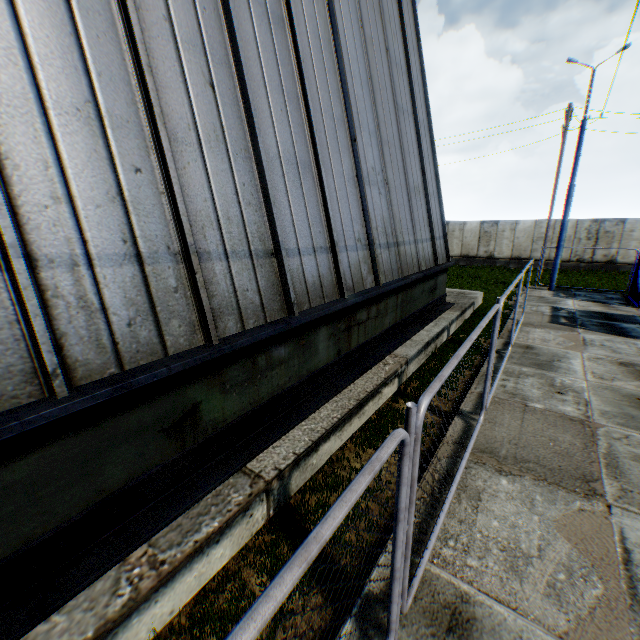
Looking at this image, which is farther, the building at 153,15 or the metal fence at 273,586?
the building at 153,15

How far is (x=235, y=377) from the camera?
4.1 meters

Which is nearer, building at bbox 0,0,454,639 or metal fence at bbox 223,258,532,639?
metal fence at bbox 223,258,532,639
